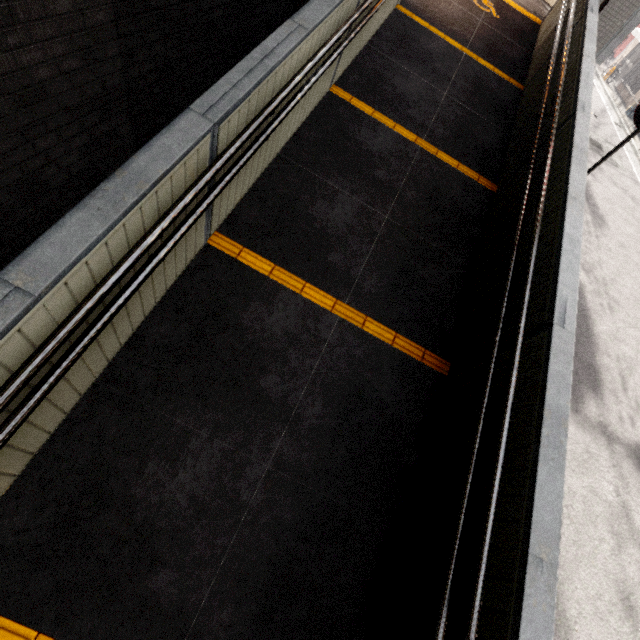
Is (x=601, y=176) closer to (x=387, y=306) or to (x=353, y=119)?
(x=353, y=119)

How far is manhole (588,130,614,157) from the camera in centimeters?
1230cm

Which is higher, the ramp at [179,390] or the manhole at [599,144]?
the ramp at [179,390]

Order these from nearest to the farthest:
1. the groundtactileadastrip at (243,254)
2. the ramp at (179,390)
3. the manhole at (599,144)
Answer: the ramp at (179,390)
the groundtactileadastrip at (243,254)
the manhole at (599,144)

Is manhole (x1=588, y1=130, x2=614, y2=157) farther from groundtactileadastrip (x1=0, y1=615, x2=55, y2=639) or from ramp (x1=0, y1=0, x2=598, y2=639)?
groundtactileadastrip (x1=0, y1=615, x2=55, y2=639)

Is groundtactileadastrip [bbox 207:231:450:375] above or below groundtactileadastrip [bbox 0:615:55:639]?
above

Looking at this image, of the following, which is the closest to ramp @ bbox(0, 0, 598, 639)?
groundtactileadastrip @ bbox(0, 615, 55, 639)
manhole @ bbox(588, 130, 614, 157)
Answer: groundtactileadastrip @ bbox(0, 615, 55, 639)

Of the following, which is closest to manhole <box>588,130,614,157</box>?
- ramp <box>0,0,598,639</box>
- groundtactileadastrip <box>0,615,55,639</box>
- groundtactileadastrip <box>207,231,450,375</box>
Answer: ramp <box>0,0,598,639</box>
